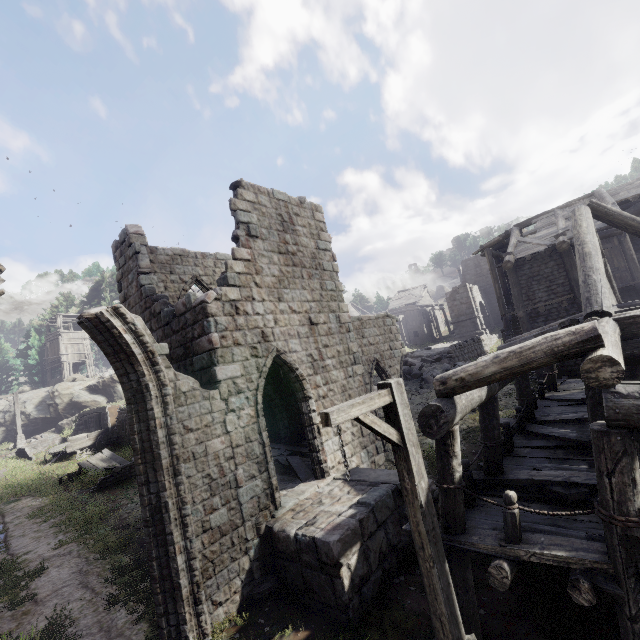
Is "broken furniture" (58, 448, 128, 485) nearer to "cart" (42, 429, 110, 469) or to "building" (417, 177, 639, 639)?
"cart" (42, 429, 110, 469)

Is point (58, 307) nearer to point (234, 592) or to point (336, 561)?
point (234, 592)

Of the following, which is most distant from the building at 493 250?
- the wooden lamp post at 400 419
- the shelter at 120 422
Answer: the shelter at 120 422

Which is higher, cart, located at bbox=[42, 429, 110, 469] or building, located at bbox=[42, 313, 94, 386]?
building, located at bbox=[42, 313, 94, 386]

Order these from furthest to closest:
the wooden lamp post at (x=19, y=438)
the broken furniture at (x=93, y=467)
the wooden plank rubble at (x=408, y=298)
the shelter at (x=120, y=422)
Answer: the wooden plank rubble at (x=408, y=298) < the wooden lamp post at (x=19, y=438) < the shelter at (x=120, y=422) < the broken furniture at (x=93, y=467)

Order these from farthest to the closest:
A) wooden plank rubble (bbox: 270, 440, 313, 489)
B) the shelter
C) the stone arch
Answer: the stone arch, the shelter, wooden plank rubble (bbox: 270, 440, 313, 489)

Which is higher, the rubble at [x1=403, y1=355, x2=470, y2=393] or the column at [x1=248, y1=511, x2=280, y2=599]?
the rubble at [x1=403, y1=355, x2=470, y2=393]

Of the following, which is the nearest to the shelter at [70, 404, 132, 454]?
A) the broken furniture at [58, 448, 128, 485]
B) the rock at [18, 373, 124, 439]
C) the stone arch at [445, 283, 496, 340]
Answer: the broken furniture at [58, 448, 128, 485]
